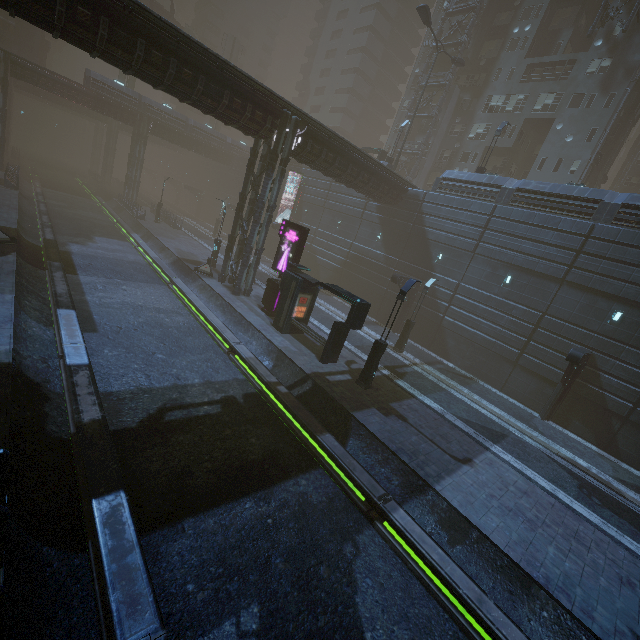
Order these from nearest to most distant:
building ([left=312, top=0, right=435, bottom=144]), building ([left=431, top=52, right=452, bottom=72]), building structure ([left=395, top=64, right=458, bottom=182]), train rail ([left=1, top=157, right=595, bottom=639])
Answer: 1. train rail ([left=1, top=157, right=595, bottom=639])
2. building structure ([left=395, top=64, right=458, bottom=182])
3. building ([left=431, top=52, right=452, bottom=72])
4. building ([left=312, top=0, right=435, bottom=144])

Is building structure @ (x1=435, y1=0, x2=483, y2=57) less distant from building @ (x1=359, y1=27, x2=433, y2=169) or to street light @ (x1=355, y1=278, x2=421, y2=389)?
building @ (x1=359, y1=27, x2=433, y2=169)

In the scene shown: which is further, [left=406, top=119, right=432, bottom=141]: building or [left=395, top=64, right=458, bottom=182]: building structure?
[left=406, top=119, right=432, bottom=141]: building

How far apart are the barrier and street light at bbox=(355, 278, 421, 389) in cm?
1509

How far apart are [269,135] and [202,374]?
14.6m

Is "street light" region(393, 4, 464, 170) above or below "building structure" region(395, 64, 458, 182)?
below

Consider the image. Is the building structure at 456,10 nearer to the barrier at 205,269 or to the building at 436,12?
the building at 436,12

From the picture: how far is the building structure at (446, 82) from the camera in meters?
38.6 m
